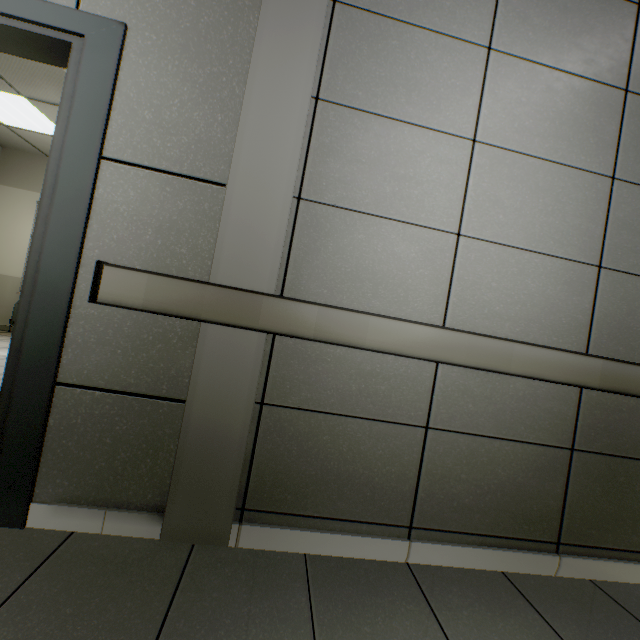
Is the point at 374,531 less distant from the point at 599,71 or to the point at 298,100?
the point at 298,100
